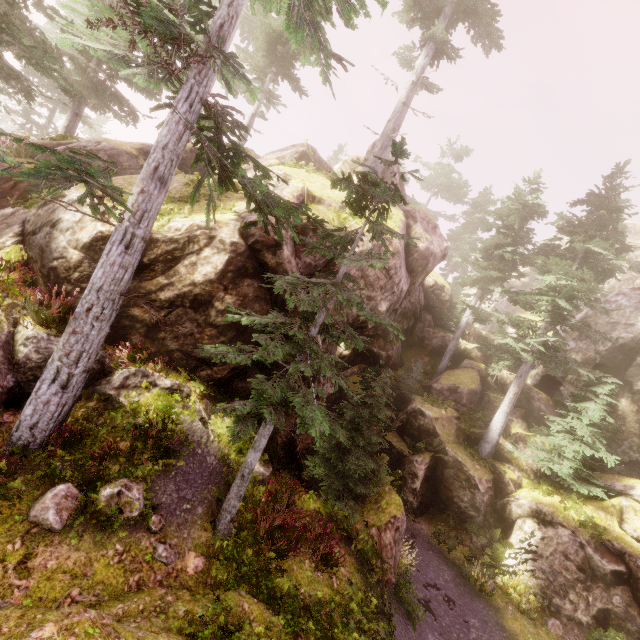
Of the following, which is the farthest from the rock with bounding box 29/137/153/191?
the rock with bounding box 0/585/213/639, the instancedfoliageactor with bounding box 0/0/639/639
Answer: the rock with bounding box 0/585/213/639

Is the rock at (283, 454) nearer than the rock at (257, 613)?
No

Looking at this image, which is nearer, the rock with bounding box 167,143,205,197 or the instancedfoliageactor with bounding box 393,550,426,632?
the instancedfoliageactor with bounding box 393,550,426,632

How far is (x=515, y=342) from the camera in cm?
1798

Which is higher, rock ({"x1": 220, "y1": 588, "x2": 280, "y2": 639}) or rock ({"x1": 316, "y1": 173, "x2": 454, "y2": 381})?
rock ({"x1": 316, "y1": 173, "x2": 454, "y2": 381})

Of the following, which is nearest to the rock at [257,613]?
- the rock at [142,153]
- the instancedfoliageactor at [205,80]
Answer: the instancedfoliageactor at [205,80]

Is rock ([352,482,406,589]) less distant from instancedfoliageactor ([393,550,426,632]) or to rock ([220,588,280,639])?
instancedfoliageactor ([393,550,426,632])

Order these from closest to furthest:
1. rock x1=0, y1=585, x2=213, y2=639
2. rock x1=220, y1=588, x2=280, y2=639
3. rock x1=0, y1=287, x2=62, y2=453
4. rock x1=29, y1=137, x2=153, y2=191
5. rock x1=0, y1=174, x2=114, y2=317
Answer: rock x1=0, y1=585, x2=213, y2=639 < rock x1=220, y1=588, x2=280, y2=639 < rock x1=0, y1=287, x2=62, y2=453 < rock x1=0, y1=174, x2=114, y2=317 < rock x1=29, y1=137, x2=153, y2=191
